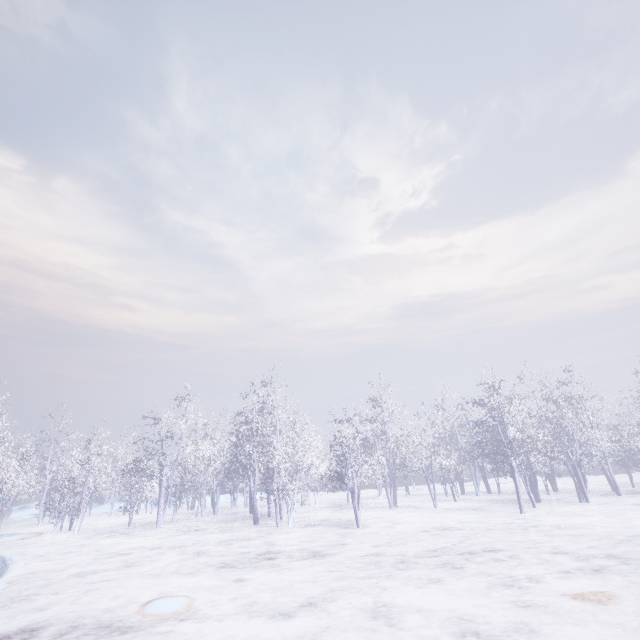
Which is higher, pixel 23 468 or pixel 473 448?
pixel 23 468
